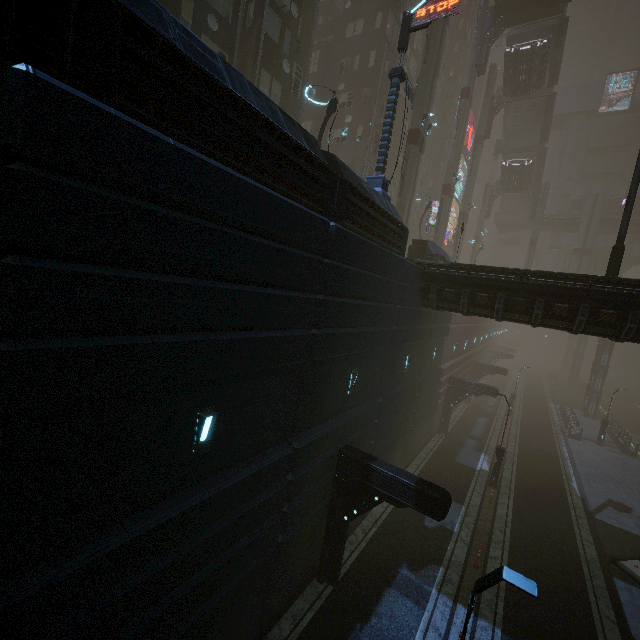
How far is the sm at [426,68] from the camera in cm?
2180

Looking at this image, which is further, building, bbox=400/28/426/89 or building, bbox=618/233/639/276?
building, bbox=618/233/639/276

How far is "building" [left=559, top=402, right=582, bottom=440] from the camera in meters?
30.4

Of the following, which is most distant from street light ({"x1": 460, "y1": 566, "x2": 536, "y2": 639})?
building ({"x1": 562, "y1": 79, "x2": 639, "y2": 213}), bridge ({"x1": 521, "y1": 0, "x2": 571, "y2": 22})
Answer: building ({"x1": 562, "y1": 79, "x2": 639, "y2": 213})

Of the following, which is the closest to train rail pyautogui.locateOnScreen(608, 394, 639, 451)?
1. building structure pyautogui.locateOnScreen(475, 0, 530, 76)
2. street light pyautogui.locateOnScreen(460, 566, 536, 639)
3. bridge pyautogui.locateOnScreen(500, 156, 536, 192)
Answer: street light pyautogui.locateOnScreen(460, 566, 536, 639)

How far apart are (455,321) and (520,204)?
38.6 meters

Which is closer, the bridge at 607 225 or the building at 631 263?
the bridge at 607 225

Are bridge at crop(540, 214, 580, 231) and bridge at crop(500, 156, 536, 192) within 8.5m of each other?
yes
